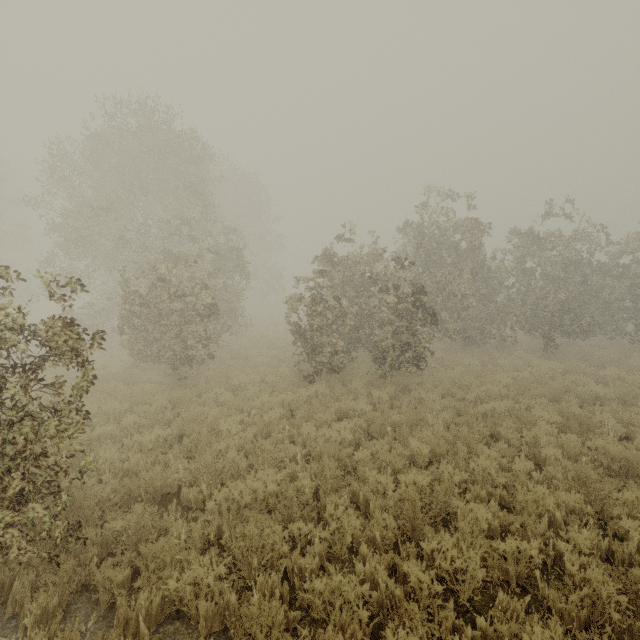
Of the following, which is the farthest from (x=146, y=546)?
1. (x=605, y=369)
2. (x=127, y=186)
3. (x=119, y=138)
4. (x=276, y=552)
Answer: (x=119, y=138)
